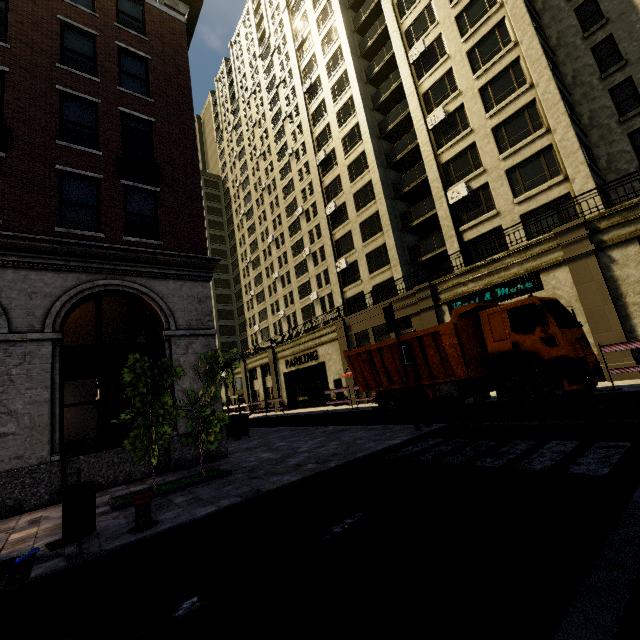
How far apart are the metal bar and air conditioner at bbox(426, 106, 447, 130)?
26.15m

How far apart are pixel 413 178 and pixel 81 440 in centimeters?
3835cm

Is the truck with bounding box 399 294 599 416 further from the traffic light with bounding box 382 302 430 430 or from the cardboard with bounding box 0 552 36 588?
the cardboard with bounding box 0 552 36 588

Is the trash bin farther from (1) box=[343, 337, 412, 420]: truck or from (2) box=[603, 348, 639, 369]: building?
(1) box=[343, 337, 412, 420]: truck

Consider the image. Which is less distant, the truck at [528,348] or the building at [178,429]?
the truck at [528,348]

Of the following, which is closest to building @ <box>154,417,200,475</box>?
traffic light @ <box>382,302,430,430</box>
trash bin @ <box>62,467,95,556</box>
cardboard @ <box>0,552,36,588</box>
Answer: cardboard @ <box>0,552,36,588</box>

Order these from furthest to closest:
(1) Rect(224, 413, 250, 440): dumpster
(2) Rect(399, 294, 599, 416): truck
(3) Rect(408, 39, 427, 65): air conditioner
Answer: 1. (3) Rect(408, 39, 427, 65): air conditioner
2. (1) Rect(224, 413, 250, 440): dumpster
3. (2) Rect(399, 294, 599, 416): truck

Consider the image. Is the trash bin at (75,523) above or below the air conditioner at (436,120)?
below
